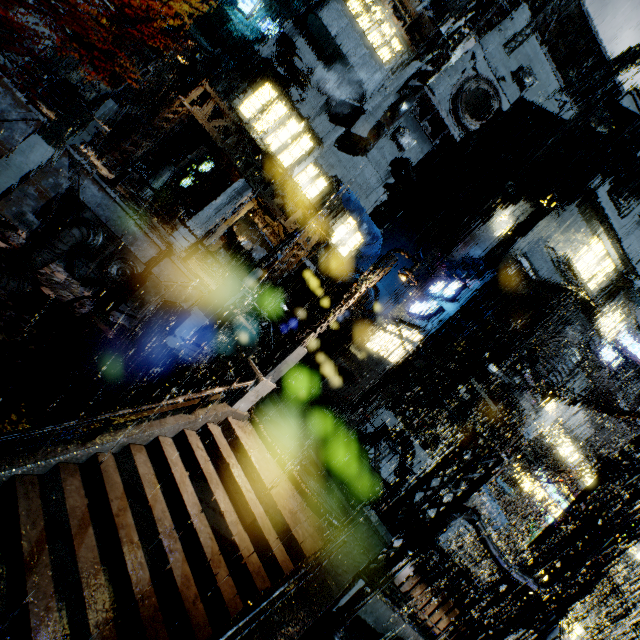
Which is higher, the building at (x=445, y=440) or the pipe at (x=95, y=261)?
the building at (x=445, y=440)

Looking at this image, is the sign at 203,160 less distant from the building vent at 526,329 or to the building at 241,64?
the building at 241,64

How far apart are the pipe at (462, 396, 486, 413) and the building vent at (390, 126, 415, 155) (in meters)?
22.36

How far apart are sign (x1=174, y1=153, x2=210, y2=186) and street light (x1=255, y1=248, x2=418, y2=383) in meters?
19.6

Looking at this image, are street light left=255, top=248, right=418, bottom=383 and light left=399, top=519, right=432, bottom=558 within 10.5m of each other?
yes

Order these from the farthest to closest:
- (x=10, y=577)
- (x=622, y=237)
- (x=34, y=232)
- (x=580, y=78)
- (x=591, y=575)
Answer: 1. (x=580, y=78)
2. (x=622, y=237)
3. (x=34, y=232)
4. (x=591, y=575)
5. (x=10, y=577)

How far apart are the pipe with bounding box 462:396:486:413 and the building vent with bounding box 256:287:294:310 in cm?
1491

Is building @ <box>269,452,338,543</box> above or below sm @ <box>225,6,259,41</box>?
below
